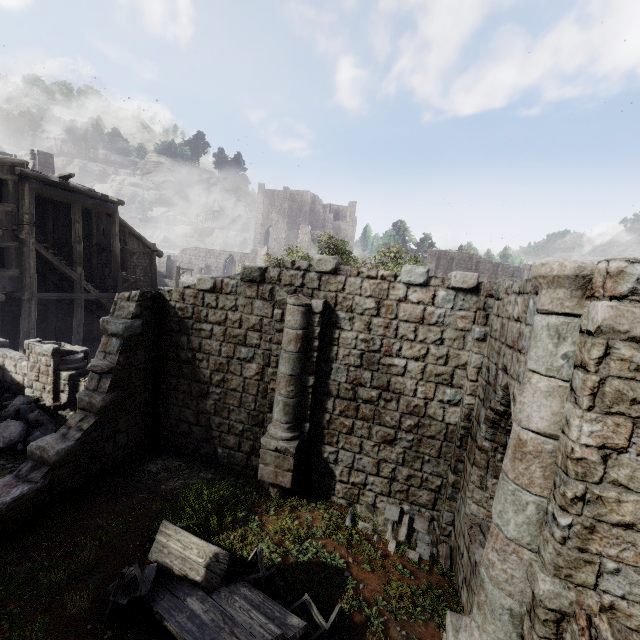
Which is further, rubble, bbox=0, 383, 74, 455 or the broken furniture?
rubble, bbox=0, 383, 74, 455

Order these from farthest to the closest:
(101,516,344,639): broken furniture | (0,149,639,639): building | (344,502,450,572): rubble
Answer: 1. (344,502,450,572): rubble
2. (101,516,344,639): broken furniture
3. (0,149,639,639): building

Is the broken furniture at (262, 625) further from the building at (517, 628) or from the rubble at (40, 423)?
the rubble at (40, 423)

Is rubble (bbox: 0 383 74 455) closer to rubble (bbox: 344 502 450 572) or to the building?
the building

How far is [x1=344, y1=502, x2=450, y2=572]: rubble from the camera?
7.5 meters

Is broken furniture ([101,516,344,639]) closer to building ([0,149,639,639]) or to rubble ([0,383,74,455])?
building ([0,149,639,639])

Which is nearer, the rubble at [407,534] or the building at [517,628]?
the building at [517,628]

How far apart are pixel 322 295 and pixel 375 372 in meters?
2.5
